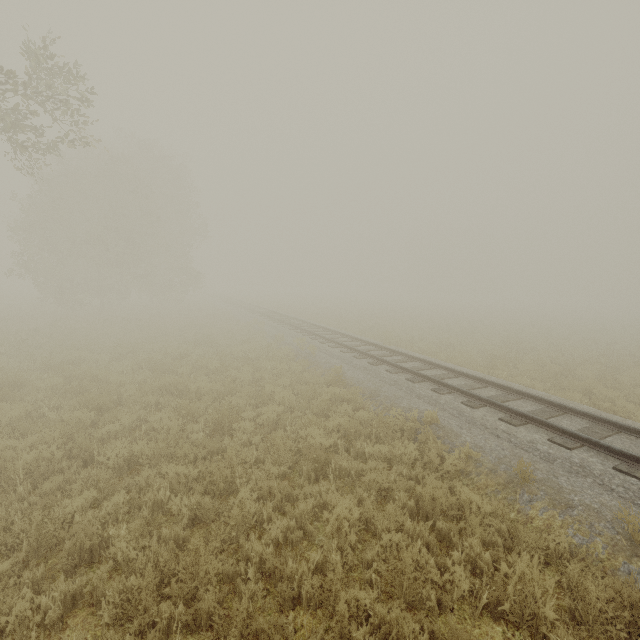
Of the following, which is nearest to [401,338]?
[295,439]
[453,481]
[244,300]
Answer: [295,439]
